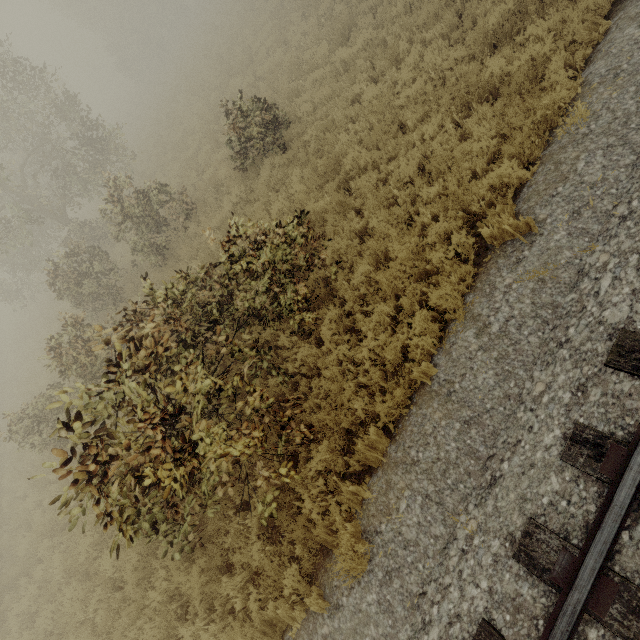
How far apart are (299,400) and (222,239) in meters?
7.4 m

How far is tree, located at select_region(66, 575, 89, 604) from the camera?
7.2 meters

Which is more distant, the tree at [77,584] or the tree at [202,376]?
the tree at [77,584]

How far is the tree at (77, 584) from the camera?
7.2 meters

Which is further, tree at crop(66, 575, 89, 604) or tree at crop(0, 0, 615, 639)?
tree at crop(66, 575, 89, 604)
